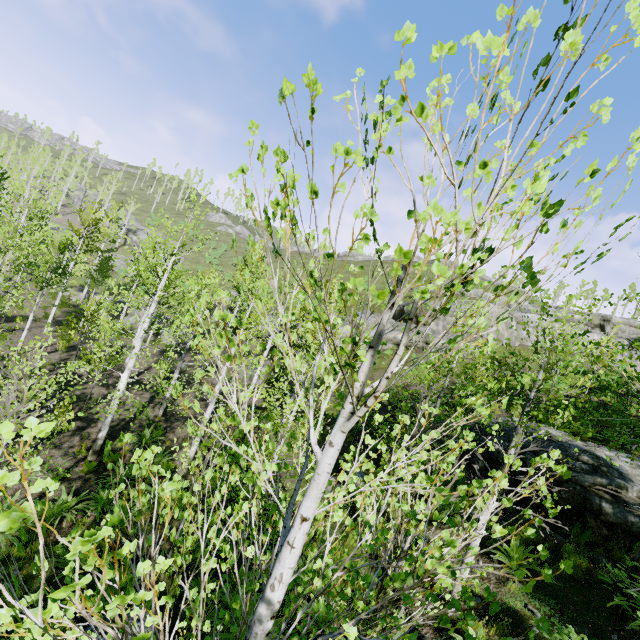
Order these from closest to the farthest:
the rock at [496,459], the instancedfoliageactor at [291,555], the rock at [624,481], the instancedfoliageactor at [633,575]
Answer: the instancedfoliageactor at [291,555], the instancedfoliageactor at [633,575], the rock at [624,481], the rock at [496,459]

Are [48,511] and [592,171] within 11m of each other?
no

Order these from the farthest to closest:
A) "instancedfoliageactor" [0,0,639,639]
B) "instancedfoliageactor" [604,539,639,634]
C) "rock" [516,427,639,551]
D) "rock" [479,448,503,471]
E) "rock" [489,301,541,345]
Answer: "rock" [489,301,541,345]
"rock" [479,448,503,471]
"rock" [516,427,639,551]
"instancedfoliageactor" [604,539,639,634]
"instancedfoliageactor" [0,0,639,639]

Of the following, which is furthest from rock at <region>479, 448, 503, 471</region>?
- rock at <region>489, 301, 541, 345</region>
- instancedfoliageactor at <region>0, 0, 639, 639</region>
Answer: rock at <region>489, 301, 541, 345</region>

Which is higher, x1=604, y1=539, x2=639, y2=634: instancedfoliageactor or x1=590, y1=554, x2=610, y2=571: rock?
x1=604, y1=539, x2=639, y2=634: instancedfoliageactor

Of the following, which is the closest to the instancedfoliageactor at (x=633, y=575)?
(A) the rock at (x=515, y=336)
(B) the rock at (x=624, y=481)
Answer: (B) the rock at (x=624, y=481)

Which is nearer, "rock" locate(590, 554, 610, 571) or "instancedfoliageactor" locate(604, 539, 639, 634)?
"instancedfoliageactor" locate(604, 539, 639, 634)
